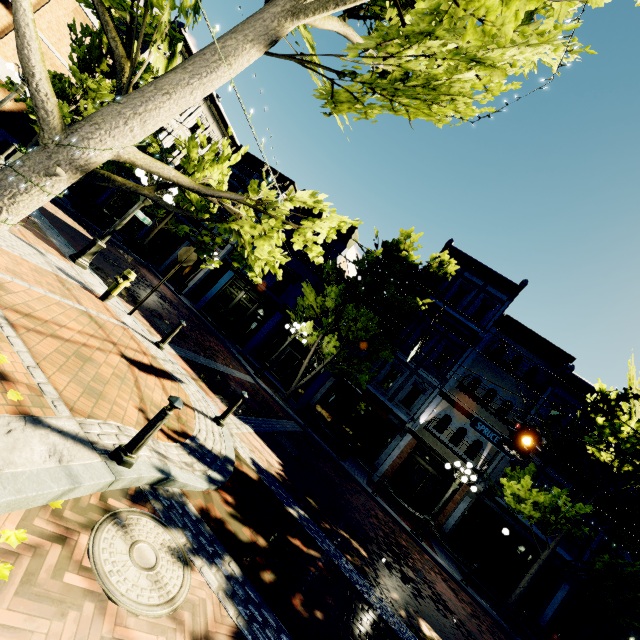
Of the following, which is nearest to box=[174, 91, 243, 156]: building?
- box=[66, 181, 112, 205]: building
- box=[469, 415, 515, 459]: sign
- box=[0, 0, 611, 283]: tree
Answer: box=[66, 181, 112, 205]: building

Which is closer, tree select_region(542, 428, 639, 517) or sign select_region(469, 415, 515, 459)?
sign select_region(469, 415, 515, 459)

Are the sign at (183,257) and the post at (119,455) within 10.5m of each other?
yes

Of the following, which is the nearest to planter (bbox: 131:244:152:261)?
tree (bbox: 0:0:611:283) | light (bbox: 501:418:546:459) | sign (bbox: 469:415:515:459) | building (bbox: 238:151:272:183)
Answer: tree (bbox: 0:0:611:283)

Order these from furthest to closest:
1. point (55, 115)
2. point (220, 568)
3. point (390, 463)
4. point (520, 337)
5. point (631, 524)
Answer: point (520, 337), point (390, 463), point (631, 524), point (220, 568), point (55, 115)

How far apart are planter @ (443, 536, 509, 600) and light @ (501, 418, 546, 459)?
9.3 meters

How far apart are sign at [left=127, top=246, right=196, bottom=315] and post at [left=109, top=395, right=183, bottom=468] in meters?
5.7

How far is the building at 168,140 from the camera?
25.6m
